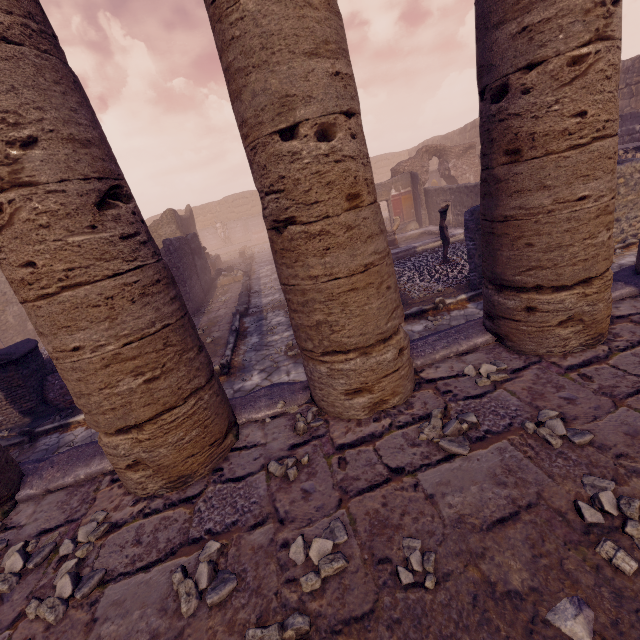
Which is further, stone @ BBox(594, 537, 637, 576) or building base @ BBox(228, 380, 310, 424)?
building base @ BBox(228, 380, 310, 424)

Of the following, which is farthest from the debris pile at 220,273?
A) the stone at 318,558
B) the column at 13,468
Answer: the stone at 318,558

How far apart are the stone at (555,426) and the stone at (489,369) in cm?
48

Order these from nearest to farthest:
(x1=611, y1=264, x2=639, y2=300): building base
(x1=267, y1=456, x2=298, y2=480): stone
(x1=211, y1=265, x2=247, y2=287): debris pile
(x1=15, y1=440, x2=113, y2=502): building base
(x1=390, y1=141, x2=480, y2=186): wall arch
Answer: (x1=267, y1=456, x2=298, y2=480): stone < (x1=15, y1=440, x2=113, y2=502): building base < (x1=611, y1=264, x2=639, y2=300): building base < (x1=211, y1=265, x2=247, y2=287): debris pile < (x1=390, y1=141, x2=480, y2=186): wall arch

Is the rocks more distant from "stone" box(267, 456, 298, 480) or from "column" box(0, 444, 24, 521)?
"column" box(0, 444, 24, 521)

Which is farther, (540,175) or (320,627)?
(540,175)

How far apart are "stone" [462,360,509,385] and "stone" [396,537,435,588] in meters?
1.6 m

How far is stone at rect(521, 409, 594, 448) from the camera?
2.2m
